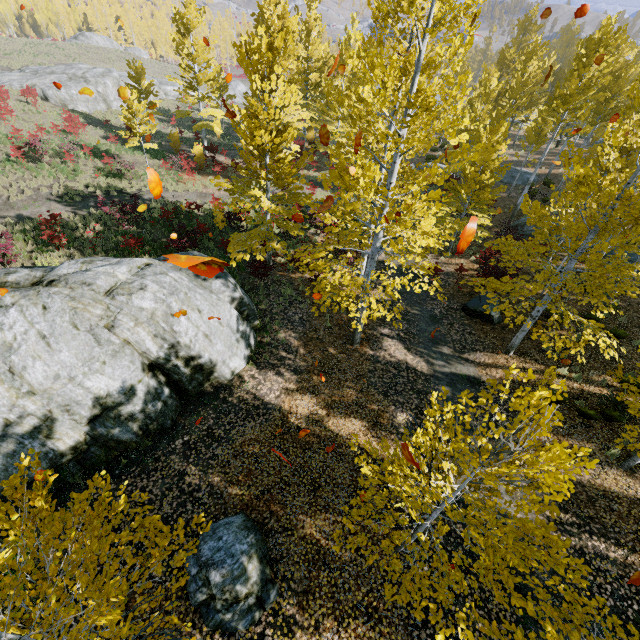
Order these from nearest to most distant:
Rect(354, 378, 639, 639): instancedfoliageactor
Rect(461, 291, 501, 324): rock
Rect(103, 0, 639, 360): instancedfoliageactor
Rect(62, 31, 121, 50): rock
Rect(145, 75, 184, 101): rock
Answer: Rect(354, 378, 639, 639): instancedfoliageactor < Rect(103, 0, 639, 360): instancedfoliageactor < Rect(461, 291, 501, 324): rock < Rect(145, 75, 184, 101): rock < Rect(62, 31, 121, 50): rock

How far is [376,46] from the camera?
26.03m

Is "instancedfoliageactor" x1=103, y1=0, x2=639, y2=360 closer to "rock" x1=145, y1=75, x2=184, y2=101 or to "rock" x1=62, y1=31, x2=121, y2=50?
"rock" x1=62, y1=31, x2=121, y2=50

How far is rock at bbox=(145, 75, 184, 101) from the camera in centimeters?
4212cm

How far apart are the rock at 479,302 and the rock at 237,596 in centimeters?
1209cm

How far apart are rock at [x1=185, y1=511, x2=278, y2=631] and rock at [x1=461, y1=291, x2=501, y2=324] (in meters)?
12.09

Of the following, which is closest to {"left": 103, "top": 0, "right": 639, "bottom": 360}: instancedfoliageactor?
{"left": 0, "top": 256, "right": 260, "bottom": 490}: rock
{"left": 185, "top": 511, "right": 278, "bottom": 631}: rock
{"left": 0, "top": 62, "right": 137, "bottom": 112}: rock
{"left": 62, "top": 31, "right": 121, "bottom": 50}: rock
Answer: {"left": 0, "top": 256, "right": 260, "bottom": 490}: rock

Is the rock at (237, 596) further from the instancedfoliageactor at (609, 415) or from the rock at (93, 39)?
the rock at (93, 39)
